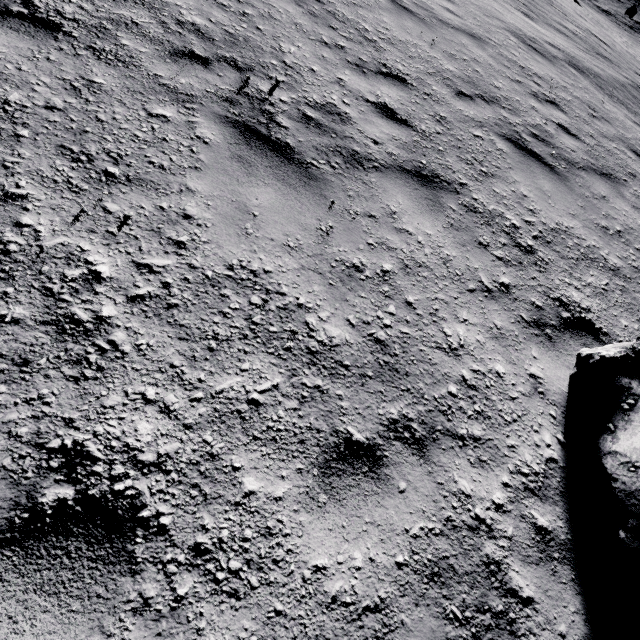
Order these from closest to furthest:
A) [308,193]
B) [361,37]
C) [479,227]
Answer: [308,193] → [479,227] → [361,37]
